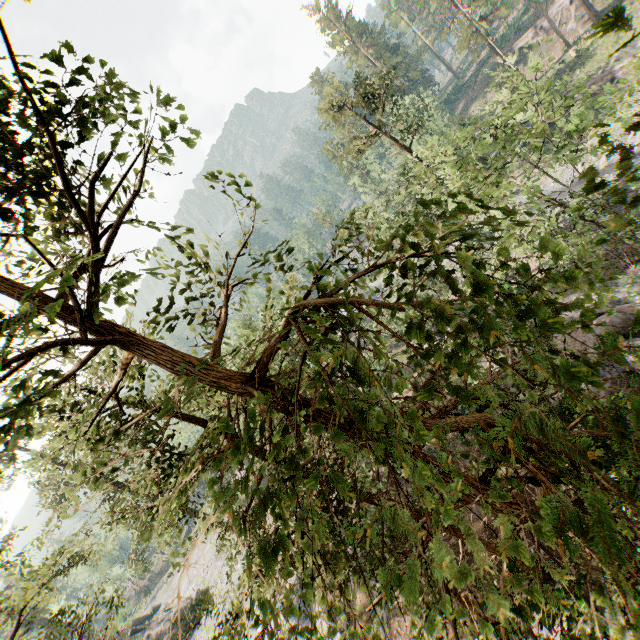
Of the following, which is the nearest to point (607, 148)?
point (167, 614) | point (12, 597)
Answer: point (167, 614)

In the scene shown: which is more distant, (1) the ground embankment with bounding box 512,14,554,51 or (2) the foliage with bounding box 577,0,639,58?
(1) the ground embankment with bounding box 512,14,554,51

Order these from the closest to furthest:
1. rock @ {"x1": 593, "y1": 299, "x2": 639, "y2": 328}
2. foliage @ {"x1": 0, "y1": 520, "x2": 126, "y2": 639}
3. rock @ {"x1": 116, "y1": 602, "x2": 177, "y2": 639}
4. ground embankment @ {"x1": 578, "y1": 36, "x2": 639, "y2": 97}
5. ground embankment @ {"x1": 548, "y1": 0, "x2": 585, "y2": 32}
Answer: foliage @ {"x1": 0, "y1": 520, "x2": 126, "y2": 639}, rock @ {"x1": 593, "y1": 299, "x2": 639, "y2": 328}, rock @ {"x1": 116, "y1": 602, "x2": 177, "y2": 639}, ground embankment @ {"x1": 578, "y1": 36, "x2": 639, "y2": 97}, ground embankment @ {"x1": 548, "y1": 0, "x2": 585, "y2": 32}

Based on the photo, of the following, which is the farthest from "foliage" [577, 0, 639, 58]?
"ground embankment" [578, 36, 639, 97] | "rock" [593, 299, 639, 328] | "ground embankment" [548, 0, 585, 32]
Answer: "ground embankment" [548, 0, 585, 32]

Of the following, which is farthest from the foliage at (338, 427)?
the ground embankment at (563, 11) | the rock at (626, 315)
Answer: the ground embankment at (563, 11)

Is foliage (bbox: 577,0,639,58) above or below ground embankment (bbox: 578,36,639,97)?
above

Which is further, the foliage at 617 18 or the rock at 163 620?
the rock at 163 620

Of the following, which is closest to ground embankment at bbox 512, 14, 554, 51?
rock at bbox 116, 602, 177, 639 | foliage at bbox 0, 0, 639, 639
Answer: foliage at bbox 0, 0, 639, 639
